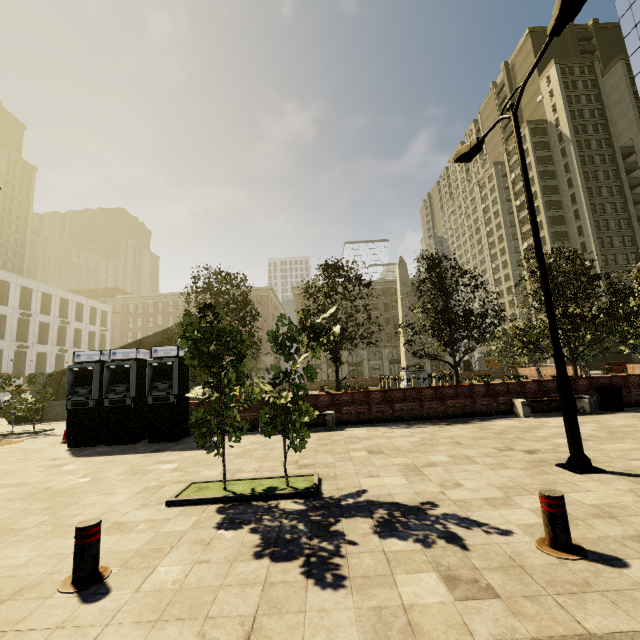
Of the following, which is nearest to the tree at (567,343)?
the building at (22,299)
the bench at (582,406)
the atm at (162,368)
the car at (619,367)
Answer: the atm at (162,368)

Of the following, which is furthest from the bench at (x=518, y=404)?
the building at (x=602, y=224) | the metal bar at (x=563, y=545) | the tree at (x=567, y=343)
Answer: the building at (x=602, y=224)

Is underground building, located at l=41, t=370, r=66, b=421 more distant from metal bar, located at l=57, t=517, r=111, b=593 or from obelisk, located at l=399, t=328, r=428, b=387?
metal bar, located at l=57, t=517, r=111, b=593

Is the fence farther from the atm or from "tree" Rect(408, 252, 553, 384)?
the atm

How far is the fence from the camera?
24.94m

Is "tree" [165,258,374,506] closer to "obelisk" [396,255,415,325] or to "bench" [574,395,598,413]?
"obelisk" [396,255,415,325]

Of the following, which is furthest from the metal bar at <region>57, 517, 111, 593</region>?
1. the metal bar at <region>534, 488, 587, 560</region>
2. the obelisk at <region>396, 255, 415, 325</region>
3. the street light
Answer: the obelisk at <region>396, 255, 415, 325</region>

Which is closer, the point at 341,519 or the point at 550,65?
the point at 341,519
